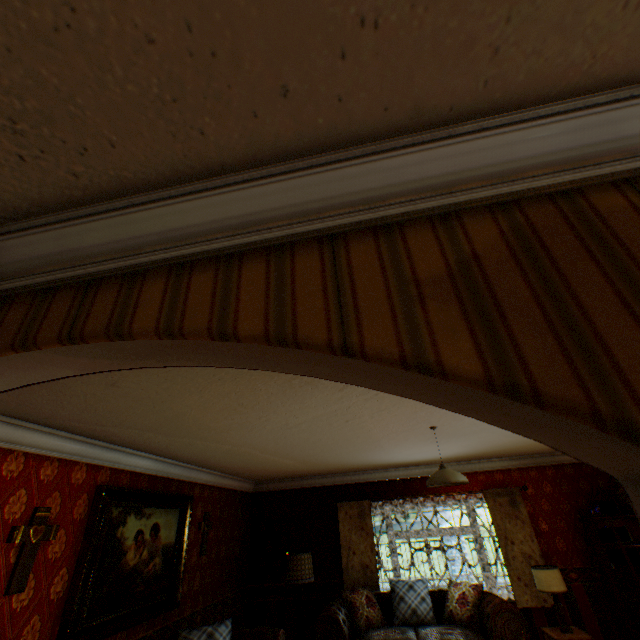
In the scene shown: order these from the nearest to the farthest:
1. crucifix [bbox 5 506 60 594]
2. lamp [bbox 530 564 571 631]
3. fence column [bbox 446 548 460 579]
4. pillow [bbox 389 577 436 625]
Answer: crucifix [bbox 5 506 60 594], lamp [bbox 530 564 571 631], pillow [bbox 389 577 436 625], fence column [bbox 446 548 460 579]

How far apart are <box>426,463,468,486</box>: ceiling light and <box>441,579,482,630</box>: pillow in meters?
3.1

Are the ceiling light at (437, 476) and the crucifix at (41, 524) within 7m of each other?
yes

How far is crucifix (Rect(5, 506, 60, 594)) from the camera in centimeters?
271cm

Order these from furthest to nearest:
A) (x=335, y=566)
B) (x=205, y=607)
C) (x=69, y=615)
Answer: (x=335, y=566), (x=205, y=607), (x=69, y=615)

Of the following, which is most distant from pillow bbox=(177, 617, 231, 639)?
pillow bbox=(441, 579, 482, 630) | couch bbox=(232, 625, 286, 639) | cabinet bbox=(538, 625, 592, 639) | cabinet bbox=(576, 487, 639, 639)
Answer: cabinet bbox=(576, 487, 639, 639)

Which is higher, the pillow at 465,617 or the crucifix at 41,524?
the crucifix at 41,524

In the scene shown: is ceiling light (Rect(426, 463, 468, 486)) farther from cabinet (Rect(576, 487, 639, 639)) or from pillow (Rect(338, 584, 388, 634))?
cabinet (Rect(576, 487, 639, 639))
